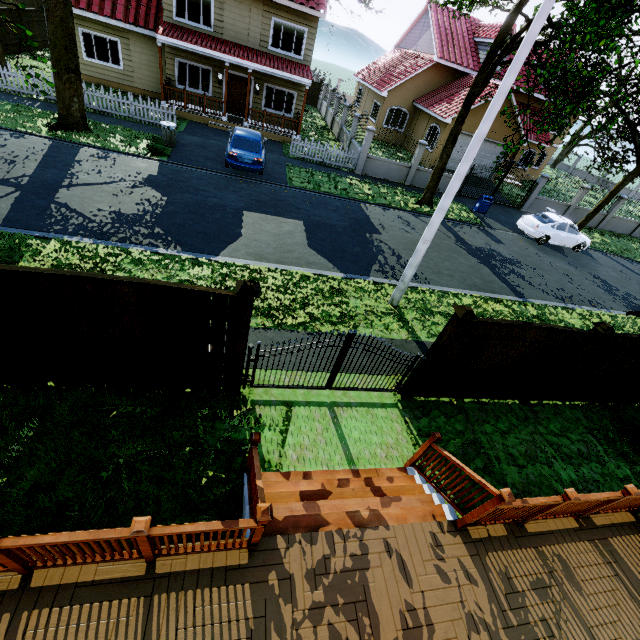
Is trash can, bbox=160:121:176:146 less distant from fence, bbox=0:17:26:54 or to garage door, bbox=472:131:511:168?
fence, bbox=0:17:26:54

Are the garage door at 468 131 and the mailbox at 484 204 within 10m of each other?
yes

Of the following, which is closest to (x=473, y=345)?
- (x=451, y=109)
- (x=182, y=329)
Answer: (x=182, y=329)

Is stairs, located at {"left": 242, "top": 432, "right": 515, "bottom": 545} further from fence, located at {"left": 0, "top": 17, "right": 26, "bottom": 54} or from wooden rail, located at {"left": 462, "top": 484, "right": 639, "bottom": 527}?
fence, located at {"left": 0, "top": 17, "right": 26, "bottom": 54}

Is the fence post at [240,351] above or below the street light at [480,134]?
below

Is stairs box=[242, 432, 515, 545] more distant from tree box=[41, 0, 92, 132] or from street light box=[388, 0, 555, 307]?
tree box=[41, 0, 92, 132]

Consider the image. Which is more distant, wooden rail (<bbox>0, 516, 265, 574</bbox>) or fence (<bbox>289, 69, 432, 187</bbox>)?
fence (<bbox>289, 69, 432, 187</bbox>)

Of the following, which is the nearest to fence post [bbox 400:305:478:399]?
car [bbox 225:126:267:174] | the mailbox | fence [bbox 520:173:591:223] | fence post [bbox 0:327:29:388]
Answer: fence post [bbox 0:327:29:388]
